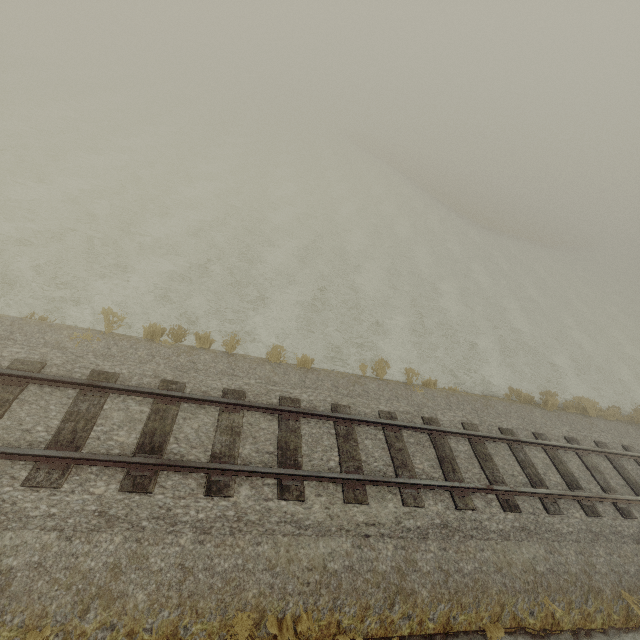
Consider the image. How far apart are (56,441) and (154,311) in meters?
5.3 m
